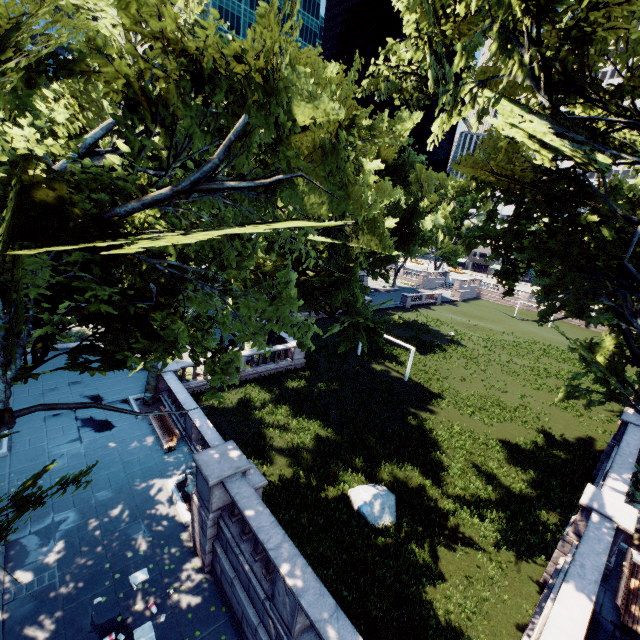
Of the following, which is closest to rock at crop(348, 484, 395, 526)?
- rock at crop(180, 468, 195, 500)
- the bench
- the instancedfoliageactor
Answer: rock at crop(180, 468, 195, 500)

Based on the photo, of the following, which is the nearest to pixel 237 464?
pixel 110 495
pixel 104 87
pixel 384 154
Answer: pixel 110 495

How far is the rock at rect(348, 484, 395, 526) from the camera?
14.01m

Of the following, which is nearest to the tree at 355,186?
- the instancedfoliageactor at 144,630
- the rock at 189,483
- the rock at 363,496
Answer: the instancedfoliageactor at 144,630

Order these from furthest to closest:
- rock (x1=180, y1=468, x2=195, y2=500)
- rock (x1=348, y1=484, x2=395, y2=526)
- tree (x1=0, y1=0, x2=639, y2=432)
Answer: rock (x1=348, y1=484, x2=395, y2=526)
rock (x1=180, y1=468, x2=195, y2=500)
tree (x1=0, y1=0, x2=639, y2=432)

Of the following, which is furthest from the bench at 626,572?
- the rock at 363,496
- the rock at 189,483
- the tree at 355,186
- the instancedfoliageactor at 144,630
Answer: the rock at 189,483

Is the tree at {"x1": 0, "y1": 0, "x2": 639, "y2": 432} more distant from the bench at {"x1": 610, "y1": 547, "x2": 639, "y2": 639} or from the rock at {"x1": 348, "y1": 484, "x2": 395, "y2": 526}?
the rock at {"x1": 348, "y1": 484, "x2": 395, "y2": 526}

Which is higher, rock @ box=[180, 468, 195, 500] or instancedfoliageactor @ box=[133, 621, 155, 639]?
rock @ box=[180, 468, 195, 500]
